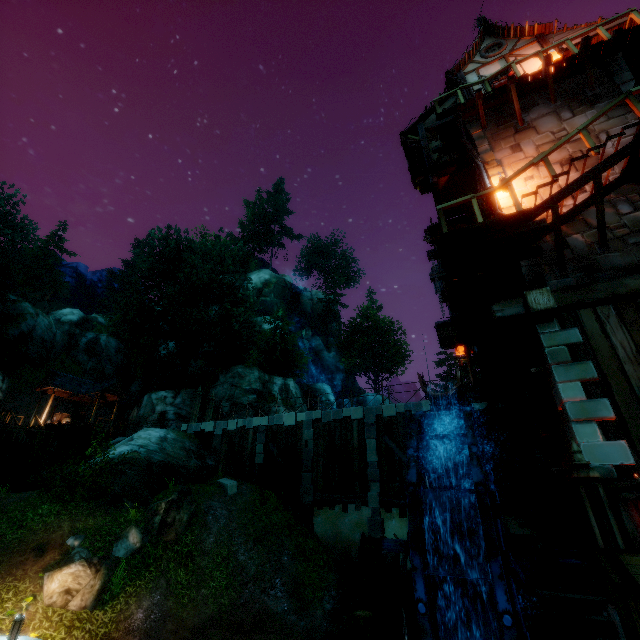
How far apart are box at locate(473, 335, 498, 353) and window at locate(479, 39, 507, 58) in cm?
1117

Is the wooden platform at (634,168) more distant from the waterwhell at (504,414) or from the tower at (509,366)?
the waterwhell at (504,414)

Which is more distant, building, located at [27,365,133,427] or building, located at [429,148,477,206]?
building, located at [27,365,133,427]

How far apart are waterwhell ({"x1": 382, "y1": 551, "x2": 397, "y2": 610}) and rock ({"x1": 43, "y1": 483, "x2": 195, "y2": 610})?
8.5 meters

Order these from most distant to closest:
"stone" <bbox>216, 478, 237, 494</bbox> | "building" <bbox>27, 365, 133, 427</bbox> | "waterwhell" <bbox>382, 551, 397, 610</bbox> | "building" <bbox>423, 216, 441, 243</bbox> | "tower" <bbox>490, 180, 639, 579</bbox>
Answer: "building" <bbox>27, 365, 133, 427</bbox> < "stone" <bbox>216, 478, 237, 494</bbox> < "building" <bbox>423, 216, 441, 243</bbox> < "waterwhell" <bbox>382, 551, 397, 610</bbox> < "tower" <bbox>490, 180, 639, 579</bbox>

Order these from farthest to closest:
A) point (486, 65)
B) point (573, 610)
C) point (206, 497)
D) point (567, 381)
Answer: point (206, 497)
point (486, 65)
point (567, 381)
point (573, 610)

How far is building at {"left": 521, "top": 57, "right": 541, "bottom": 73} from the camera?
11.6 meters

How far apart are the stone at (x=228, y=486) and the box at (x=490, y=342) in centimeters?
1322cm
